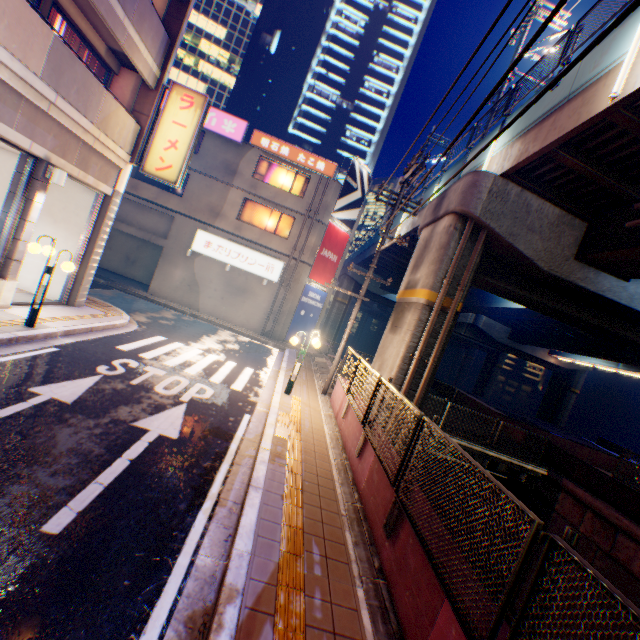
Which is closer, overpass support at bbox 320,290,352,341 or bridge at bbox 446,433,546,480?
bridge at bbox 446,433,546,480

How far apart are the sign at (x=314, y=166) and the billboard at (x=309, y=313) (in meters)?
7.12

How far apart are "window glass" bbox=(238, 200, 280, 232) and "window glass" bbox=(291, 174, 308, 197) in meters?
1.5 m

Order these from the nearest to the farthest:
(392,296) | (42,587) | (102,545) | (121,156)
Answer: (42,587) → (102,545) → (121,156) → (392,296)

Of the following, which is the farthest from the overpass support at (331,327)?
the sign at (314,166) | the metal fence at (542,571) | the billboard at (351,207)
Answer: the sign at (314,166)

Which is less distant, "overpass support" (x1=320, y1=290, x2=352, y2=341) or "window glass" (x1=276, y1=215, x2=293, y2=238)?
"window glass" (x1=276, y1=215, x2=293, y2=238)

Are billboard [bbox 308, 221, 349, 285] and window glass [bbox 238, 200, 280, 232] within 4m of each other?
yes

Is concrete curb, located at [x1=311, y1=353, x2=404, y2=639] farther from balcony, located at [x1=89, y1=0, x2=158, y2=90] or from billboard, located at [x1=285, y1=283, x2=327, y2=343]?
balcony, located at [x1=89, y1=0, x2=158, y2=90]
